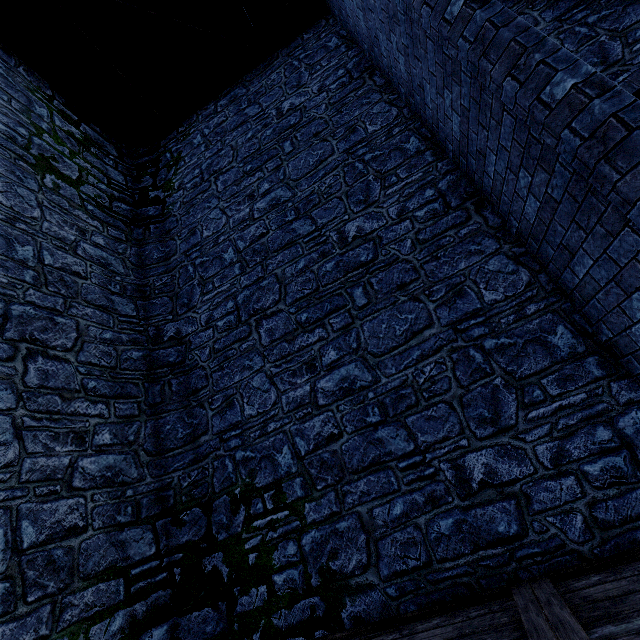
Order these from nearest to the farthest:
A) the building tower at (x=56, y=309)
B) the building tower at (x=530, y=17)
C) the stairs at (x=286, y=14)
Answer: the building tower at (x=56, y=309) < the building tower at (x=530, y=17) < the stairs at (x=286, y=14)

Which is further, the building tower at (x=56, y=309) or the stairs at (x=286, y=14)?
the stairs at (x=286, y=14)

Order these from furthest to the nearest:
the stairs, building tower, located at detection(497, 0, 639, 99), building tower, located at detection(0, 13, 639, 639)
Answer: the stairs
building tower, located at detection(497, 0, 639, 99)
building tower, located at detection(0, 13, 639, 639)

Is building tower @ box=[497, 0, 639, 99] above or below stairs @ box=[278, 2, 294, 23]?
below

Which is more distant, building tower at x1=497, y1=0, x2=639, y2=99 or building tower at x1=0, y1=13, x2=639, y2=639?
building tower at x1=497, y1=0, x2=639, y2=99

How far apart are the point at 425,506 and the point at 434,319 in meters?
2.1

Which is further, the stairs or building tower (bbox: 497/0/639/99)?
the stairs
